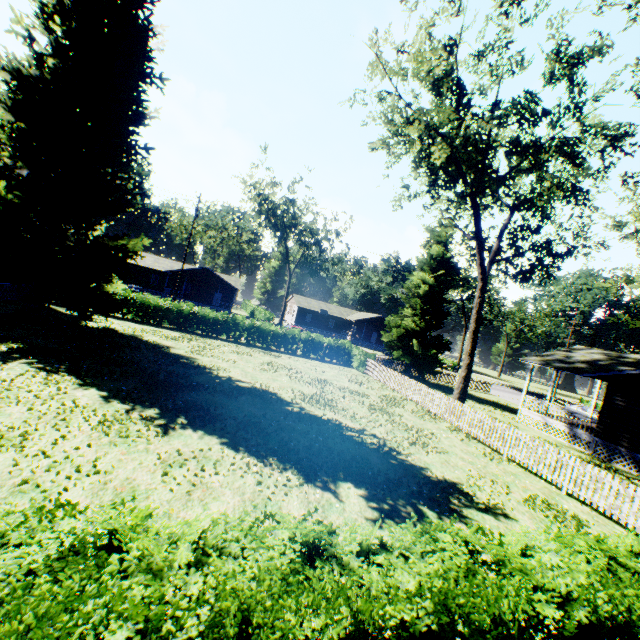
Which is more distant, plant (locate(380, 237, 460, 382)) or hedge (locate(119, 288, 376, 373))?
plant (locate(380, 237, 460, 382))

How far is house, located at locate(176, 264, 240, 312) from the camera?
48.8m

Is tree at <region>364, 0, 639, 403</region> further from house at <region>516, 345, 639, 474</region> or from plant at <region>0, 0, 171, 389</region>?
house at <region>516, 345, 639, 474</region>

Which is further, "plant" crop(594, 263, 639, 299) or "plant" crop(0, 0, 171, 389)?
"plant" crop(594, 263, 639, 299)

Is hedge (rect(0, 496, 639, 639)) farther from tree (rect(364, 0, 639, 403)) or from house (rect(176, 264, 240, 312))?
house (rect(176, 264, 240, 312))

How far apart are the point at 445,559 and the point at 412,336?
29.71m

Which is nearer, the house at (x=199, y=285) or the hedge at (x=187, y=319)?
the hedge at (x=187, y=319)

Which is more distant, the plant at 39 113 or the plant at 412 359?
the plant at 412 359
